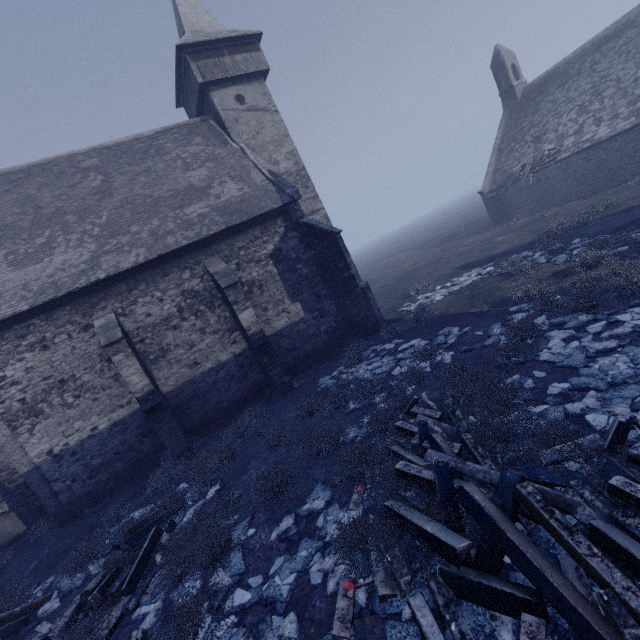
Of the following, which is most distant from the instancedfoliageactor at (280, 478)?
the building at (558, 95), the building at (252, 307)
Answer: the building at (558, 95)

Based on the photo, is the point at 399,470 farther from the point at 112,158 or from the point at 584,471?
the point at 112,158

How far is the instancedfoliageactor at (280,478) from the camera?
6.46m

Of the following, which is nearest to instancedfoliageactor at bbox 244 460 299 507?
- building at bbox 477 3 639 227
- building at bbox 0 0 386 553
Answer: building at bbox 0 0 386 553

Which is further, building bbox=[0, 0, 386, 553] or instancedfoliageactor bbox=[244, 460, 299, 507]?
building bbox=[0, 0, 386, 553]

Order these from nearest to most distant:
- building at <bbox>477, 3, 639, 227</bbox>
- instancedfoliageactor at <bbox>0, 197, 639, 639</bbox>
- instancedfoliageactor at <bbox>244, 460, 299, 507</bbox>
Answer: instancedfoliageactor at <bbox>0, 197, 639, 639</bbox>
instancedfoliageactor at <bbox>244, 460, 299, 507</bbox>
building at <bbox>477, 3, 639, 227</bbox>

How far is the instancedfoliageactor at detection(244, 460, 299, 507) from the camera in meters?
6.5

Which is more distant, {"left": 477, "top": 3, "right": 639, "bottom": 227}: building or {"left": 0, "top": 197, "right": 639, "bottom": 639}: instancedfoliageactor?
{"left": 477, "top": 3, "right": 639, "bottom": 227}: building
